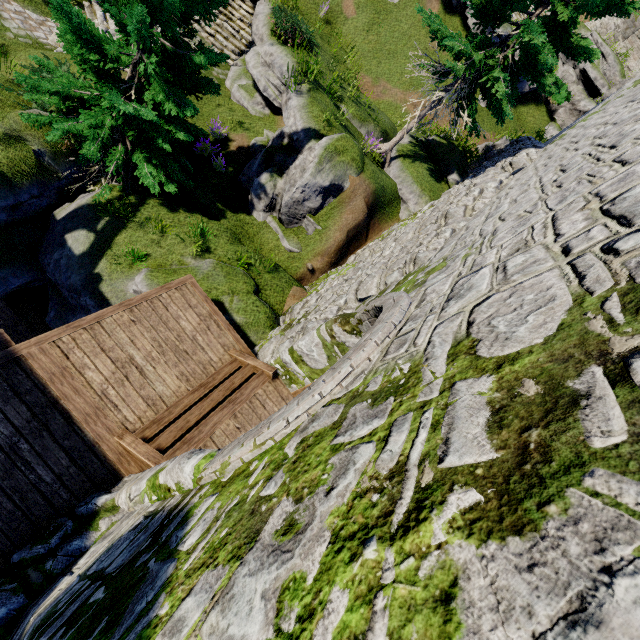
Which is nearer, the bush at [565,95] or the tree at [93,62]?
the tree at [93,62]

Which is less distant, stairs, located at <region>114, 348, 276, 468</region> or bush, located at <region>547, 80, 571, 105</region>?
stairs, located at <region>114, 348, 276, 468</region>

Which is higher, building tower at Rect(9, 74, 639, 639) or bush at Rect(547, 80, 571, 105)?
bush at Rect(547, 80, 571, 105)

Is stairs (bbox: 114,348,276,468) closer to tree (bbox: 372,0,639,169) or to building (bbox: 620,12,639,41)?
tree (bbox: 372,0,639,169)

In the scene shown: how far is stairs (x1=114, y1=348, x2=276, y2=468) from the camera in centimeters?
479cm

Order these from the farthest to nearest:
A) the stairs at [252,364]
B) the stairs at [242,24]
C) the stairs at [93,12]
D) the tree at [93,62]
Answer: the stairs at [242,24] → the stairs at [93,12] → the tree at [93,62] → the stairs at [252,364]

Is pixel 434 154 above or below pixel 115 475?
above

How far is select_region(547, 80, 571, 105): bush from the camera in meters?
18.7 m
